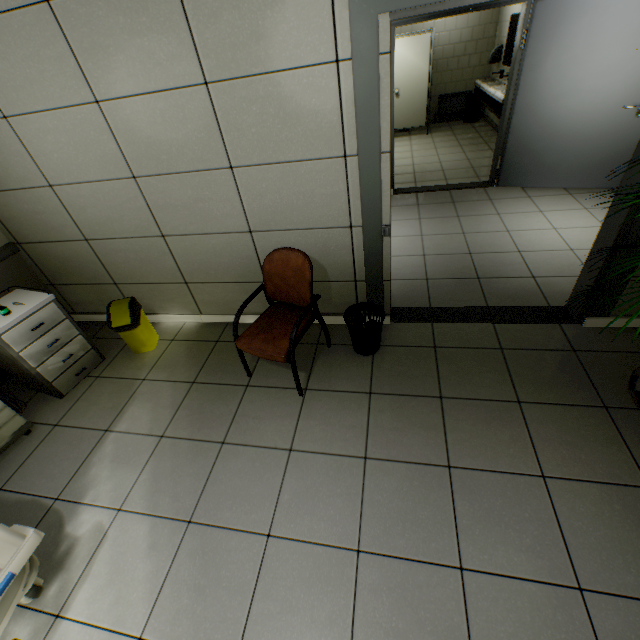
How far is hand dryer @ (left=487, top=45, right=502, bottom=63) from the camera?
6.9 meters

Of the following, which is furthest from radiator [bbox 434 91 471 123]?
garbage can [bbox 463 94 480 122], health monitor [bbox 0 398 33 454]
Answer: health monitor [bbox 0 398 33 454]

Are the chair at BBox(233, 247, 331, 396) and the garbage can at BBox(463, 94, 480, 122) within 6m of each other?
no

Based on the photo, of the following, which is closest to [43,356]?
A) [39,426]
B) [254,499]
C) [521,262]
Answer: [39,426]

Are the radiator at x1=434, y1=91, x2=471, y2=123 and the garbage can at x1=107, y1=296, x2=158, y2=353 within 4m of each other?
no

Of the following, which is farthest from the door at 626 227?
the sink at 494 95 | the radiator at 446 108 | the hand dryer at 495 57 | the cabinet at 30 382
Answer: the radiator at 446 108

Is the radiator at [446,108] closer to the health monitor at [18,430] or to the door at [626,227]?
the door at [626,227]

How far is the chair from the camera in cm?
227
